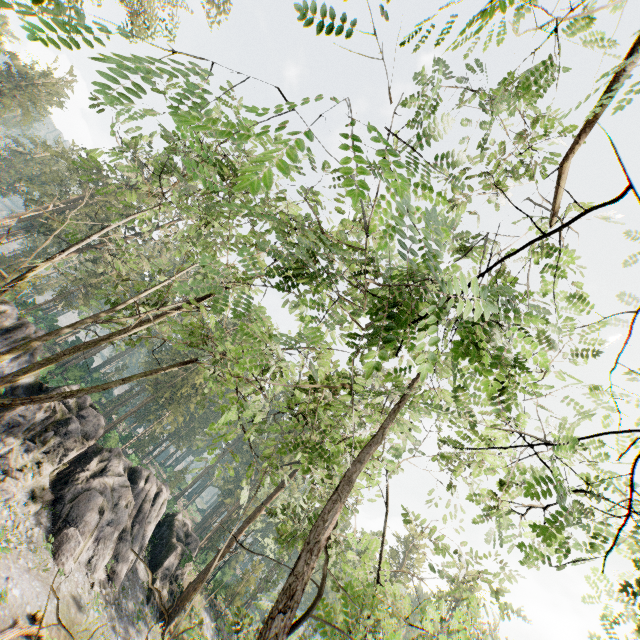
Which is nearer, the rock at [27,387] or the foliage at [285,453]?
the foliage at [285,453]

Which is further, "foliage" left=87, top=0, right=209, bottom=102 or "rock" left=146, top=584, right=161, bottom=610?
"rock" left=146, top=584, right=161, bottom=610

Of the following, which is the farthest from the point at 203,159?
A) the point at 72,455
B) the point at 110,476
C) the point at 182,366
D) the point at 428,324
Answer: the point at 110,476

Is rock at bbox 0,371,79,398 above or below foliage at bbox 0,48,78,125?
below

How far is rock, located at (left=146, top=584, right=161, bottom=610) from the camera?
25.3m

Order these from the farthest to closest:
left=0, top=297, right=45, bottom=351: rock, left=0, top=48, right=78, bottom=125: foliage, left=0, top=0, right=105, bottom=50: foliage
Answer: left=0, top=48, right=78, bottom=125: foliage
left=0, top=297, right=45, bottom=351: rock
left=0, top=0, right=105, bottom=50: foliage
